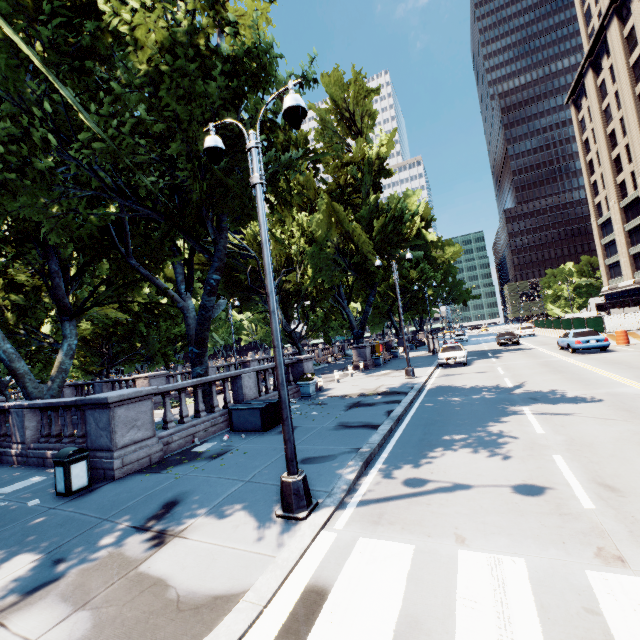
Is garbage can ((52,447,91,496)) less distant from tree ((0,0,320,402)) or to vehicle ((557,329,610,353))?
tree ((0,0,320,402))

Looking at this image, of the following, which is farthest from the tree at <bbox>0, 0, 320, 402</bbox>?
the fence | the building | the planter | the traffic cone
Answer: the traffic cone

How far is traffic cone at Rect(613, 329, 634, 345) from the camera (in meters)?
21.92

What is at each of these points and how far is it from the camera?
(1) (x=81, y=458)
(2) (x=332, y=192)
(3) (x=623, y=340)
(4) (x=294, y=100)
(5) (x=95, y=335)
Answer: (1) garbage can, 7.6m
(2) tree, 28.9m
(3) traffic cone, 22.0m
(4) light, 5.5m
(5) tree, 34.8m

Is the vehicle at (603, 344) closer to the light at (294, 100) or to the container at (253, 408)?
the light at (294, 100)

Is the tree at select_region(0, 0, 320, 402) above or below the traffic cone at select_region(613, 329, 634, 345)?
above

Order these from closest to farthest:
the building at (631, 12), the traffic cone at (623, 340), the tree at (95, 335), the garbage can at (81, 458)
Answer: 1. the garbage can at (81, 458)
2. the tree at (95, 335)
3. the traffic cone at (623, 340)
4. the building at (631, 12)

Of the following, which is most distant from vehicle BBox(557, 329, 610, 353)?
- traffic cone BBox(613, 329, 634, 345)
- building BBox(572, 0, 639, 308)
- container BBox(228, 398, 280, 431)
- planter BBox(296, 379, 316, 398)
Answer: container BBox(228, 398, 280, 431)
